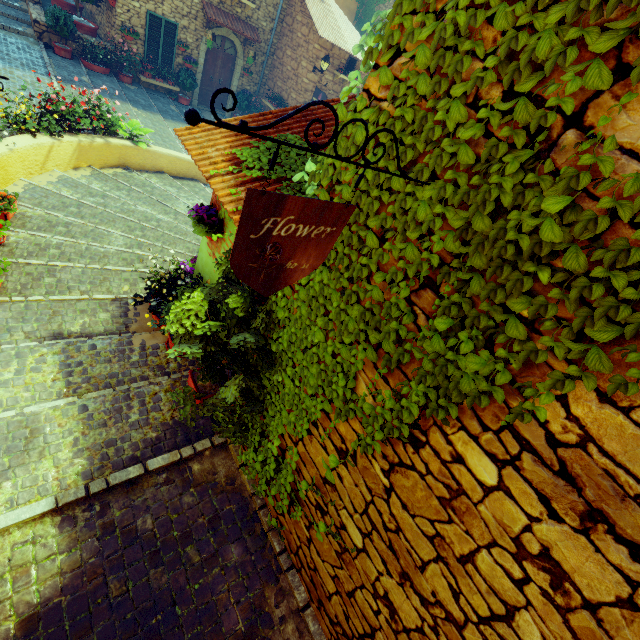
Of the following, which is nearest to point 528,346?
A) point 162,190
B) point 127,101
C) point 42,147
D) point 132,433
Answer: point 132,433

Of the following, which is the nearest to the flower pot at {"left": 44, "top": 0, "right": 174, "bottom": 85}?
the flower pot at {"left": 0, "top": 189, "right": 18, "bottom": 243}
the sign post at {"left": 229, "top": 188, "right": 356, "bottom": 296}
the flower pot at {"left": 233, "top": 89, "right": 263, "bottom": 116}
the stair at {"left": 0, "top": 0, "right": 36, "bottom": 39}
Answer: the stair at {"left": 0, "top": 0, "right": 36, "bottom": 39}

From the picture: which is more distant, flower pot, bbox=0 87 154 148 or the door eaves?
the door eaves

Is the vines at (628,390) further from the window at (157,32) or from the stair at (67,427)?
the window at (157,32)

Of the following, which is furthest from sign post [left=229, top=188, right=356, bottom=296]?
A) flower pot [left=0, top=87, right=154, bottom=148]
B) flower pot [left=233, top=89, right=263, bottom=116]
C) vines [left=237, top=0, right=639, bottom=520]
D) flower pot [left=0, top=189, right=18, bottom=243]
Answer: flower pot [left=233, top=89, right=263, bottom=116]

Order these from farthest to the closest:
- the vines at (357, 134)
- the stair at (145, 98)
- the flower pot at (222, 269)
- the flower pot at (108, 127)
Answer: the stair at (145, 98) < the flower pot at (108, 127) < the flower pot at (222, 269) < the vines at (357, 134)

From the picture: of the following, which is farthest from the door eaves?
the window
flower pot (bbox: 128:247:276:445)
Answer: flower pot (bbox: 128:247:276:445)

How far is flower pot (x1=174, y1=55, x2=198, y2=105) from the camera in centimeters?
1318cm
